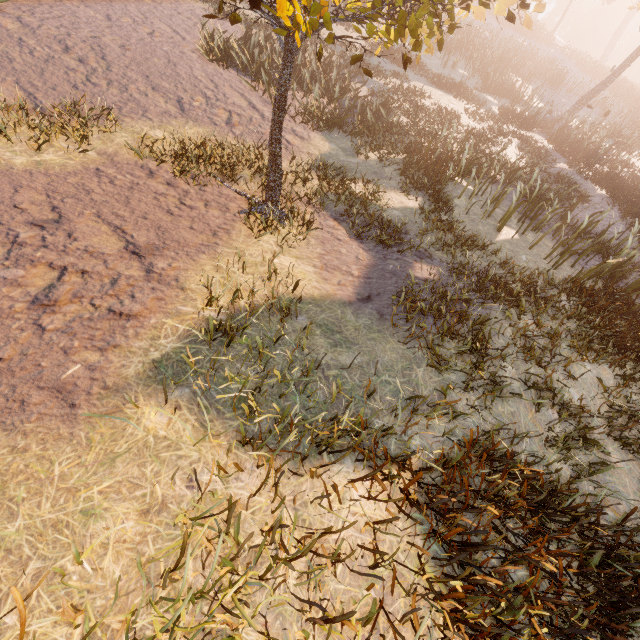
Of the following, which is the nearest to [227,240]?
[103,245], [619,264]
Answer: [103,245]
